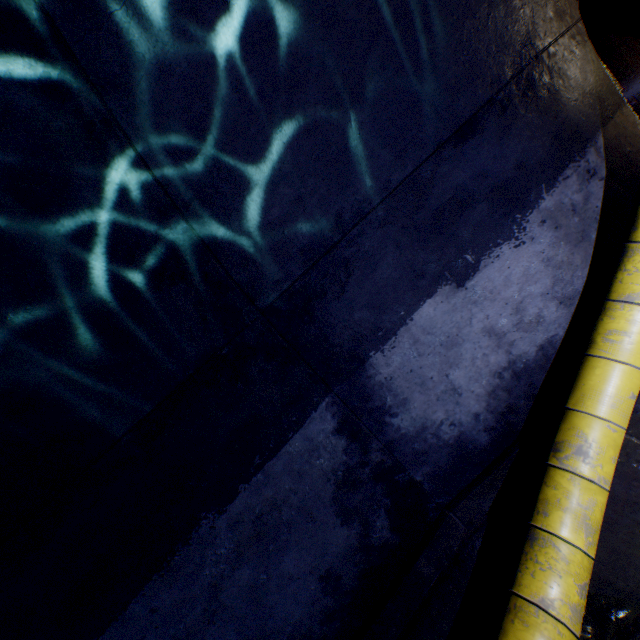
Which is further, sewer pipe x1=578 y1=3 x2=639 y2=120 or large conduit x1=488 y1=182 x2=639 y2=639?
sewer pipe x1=578 y1=3 x2=639 y2=120

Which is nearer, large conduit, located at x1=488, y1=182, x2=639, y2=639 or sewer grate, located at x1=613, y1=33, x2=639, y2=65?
large conduit, located at x1=488, y1=182, x2=639, y2=639

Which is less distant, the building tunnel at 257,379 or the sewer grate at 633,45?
the building tunnel at 257,379

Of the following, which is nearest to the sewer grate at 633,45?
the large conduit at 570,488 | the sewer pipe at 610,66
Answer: the sewer pipe at 610,66

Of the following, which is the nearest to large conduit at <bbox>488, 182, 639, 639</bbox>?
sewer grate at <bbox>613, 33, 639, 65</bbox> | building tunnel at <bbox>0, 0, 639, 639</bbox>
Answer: building tunnel at <bbox>0, 0, 639, 639</bbox>

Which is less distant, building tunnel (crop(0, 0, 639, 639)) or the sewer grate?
building tunnel (crop(0, 0, 639, 639))

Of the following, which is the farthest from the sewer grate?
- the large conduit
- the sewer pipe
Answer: the large conduit

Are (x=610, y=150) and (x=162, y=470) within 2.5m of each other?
no
